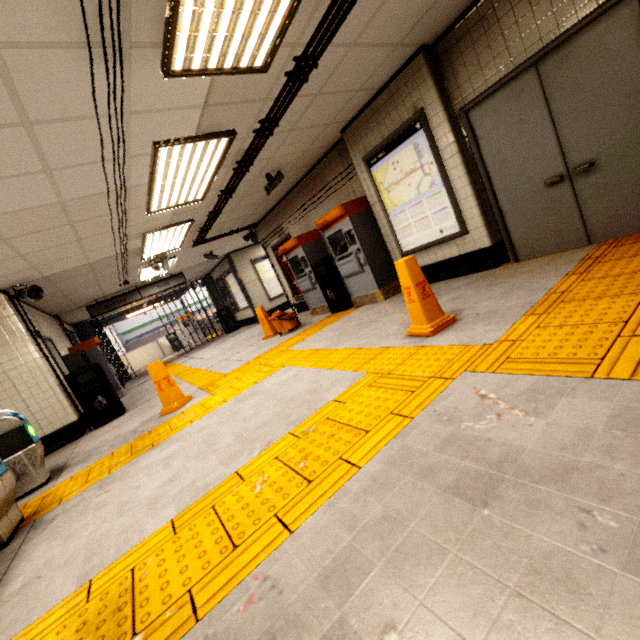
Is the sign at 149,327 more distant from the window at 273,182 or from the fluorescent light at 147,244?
the window at 273,182

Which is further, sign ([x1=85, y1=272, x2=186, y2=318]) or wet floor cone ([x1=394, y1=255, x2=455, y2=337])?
sign ([x1=85, y1=272, x2=186, y2=318])

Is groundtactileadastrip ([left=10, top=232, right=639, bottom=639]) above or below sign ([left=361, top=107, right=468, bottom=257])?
below

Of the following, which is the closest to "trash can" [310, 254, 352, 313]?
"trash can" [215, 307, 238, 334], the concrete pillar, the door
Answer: the door

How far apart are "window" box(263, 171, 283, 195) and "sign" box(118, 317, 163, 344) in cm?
2532

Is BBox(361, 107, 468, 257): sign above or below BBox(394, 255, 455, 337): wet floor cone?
above

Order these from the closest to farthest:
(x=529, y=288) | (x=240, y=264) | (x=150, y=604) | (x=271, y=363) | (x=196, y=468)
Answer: (x=150, y=604) → (x=196, y=468) → (x=529, y=288) → (x=271, y=363) → (x=240, y=264)

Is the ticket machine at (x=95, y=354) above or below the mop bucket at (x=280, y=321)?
above
